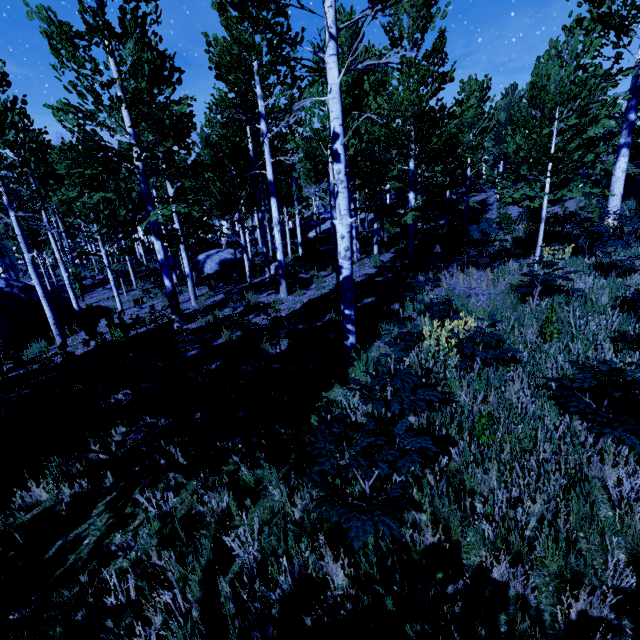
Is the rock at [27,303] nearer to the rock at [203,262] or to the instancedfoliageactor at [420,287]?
the instancedfoliageactor at [420,287]

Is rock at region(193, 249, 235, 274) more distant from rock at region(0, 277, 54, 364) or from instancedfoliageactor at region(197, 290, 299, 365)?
rock at region(0, 277, 54, 364)

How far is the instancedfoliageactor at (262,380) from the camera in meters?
3.5 m

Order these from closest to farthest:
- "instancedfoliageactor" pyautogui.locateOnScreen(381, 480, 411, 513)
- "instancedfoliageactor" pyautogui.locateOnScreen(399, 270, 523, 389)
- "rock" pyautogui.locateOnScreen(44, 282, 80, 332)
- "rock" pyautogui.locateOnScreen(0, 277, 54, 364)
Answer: "instancedfoliageactor" pyautogui.locateOnScreen(381, 480, 411, 513), "instancedfoliageactor" pyautogui.locateOnScreen(399, 270, 523, 389), "rock" pyautogui.locateOnScreen(0, 277, 54, 364), "rock" pyautogui.locateOnScreen(44, 282, 80, 332)

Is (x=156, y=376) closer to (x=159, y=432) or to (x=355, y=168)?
(x=159, y=432)

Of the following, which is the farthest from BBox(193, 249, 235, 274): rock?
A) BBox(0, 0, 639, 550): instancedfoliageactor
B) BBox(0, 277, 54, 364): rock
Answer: BBox(0, 277, 54, 364): rock
